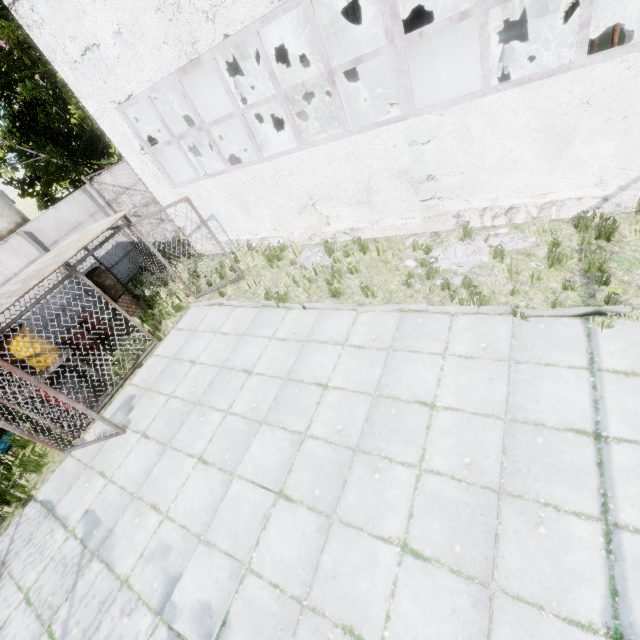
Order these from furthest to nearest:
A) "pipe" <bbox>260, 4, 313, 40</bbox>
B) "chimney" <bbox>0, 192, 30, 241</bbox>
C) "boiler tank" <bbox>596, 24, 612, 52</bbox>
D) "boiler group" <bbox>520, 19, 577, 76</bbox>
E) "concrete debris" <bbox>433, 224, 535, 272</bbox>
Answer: "chimney" <bbox>0, 192, 30, 241</bbox>, "pipe" <bbox>260, 4, 313, 40</bbox>, "boiler tank" <bbox>596, 24, 612, 52</bbox>, "concrete debris" <bbox>433, 224, 535, 272</bbox>, "boiler group" <bbox>520, 19, 577, 76</bbox>

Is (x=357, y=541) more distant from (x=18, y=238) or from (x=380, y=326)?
(x=18, y=238)

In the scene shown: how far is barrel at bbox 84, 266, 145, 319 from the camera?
10.2m

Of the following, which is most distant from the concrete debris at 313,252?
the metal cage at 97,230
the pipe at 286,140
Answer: the pipe at 286,140

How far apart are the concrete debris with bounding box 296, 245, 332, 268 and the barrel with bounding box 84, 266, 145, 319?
6.3m

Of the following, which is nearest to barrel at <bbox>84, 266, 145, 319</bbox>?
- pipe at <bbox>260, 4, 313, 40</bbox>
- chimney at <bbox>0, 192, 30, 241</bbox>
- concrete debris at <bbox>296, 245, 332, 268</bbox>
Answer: concrete debris at <bbox>296, 245, 332, 268</bbox>

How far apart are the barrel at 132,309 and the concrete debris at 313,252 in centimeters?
628cm

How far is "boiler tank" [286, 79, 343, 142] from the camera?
11.6m
